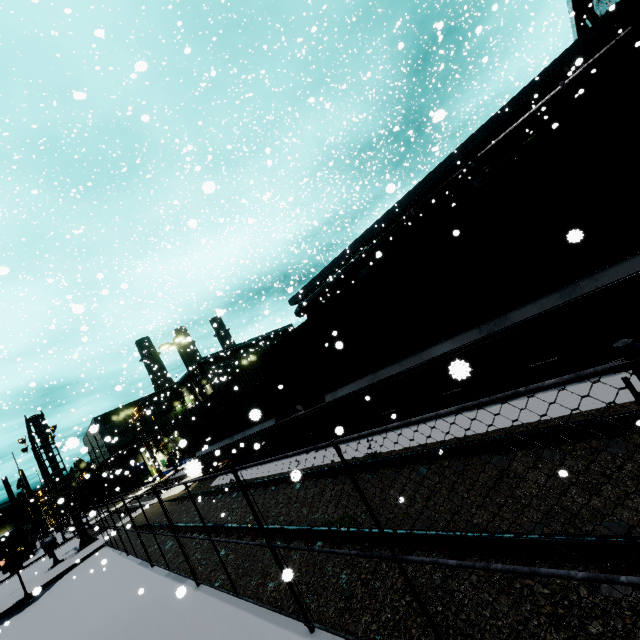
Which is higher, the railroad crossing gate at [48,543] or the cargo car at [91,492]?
the cargo car at [91,492]

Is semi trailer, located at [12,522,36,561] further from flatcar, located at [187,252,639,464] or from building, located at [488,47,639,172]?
flatcar, located at [187,252,639,464]

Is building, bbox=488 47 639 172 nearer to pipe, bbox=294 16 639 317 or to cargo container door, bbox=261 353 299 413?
pipe, bbox=294 16 639 317

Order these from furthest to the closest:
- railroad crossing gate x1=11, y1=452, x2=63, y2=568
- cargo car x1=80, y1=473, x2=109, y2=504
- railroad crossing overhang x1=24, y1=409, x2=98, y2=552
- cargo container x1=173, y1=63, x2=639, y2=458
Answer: cargo car x1=80, y1=473, x2=109, y2=504
railroad crossing overhang x1=24, y1=409, x2=98, y2=552
railroad crossing gate x1=11, y1=452, x2=63, y2=568
cargo container x1=173, y1=63, x2=639, y2=458

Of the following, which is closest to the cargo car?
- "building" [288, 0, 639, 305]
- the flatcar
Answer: "building" [288, 0, 639, 305]

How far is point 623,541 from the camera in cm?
255

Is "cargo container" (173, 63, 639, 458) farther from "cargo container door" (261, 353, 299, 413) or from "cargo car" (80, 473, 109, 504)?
"cargo car" (80, 473, 109, 504)

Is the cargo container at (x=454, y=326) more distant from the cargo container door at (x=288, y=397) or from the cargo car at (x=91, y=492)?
the cargo car at (x=91, y=492)
